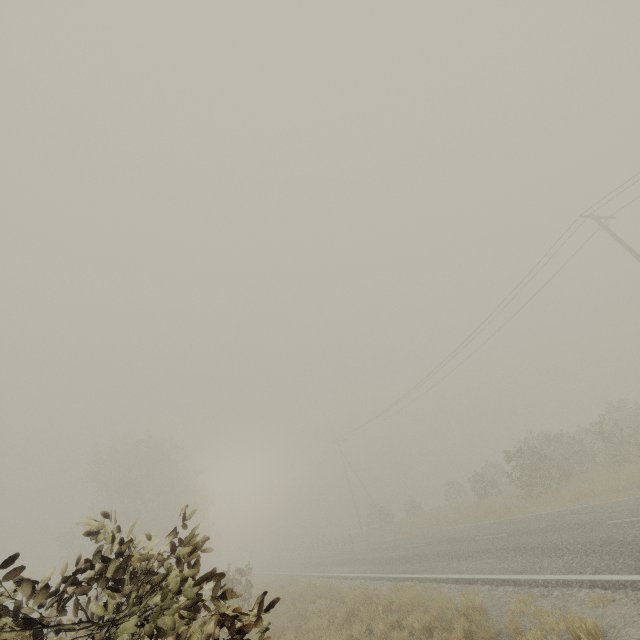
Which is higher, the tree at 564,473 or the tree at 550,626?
the tree at 564,473

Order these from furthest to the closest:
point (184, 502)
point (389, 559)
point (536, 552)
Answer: point (184, 502), point (389, 559), point (536, 552)

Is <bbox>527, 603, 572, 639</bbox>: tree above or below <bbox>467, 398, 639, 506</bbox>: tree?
below

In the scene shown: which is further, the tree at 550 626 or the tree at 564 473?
the tree at 564 473

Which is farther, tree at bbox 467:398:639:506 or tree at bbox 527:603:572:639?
tree at bbox 467:398:639:506
